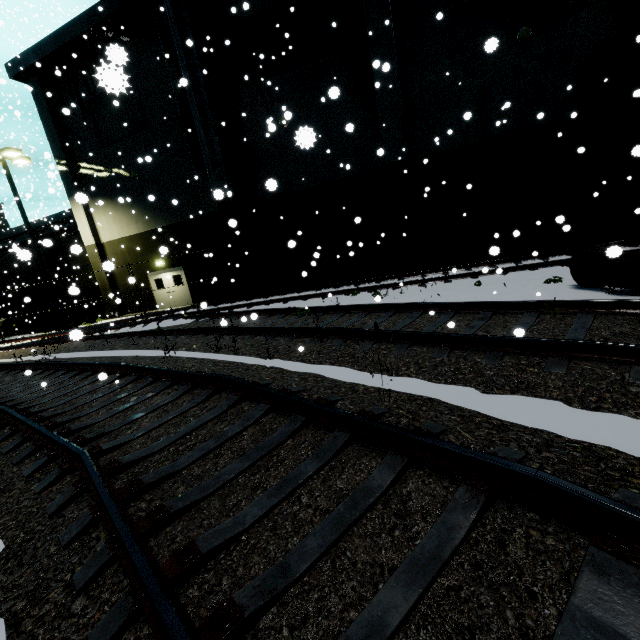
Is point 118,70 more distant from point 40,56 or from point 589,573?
point 40,56

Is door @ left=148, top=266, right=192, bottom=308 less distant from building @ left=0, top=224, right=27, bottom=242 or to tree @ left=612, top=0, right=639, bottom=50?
building @ left=0, top=224, right=27, bottom=242

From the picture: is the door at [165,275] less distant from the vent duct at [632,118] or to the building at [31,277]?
the building at [31,277]

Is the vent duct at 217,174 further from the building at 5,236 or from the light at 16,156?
the light at 16,156

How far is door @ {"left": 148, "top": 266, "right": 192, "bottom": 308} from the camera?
20.27m

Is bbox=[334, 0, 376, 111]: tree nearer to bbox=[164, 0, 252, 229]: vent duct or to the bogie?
bbox=[164, 0, 252, 229]: vent duct

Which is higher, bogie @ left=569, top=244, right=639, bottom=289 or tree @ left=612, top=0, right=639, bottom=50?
tree @ left=612, top=0, right=639, bottom=50

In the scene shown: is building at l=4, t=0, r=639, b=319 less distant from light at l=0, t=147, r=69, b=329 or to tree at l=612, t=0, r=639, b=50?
tree at l=612, t=0, r=639, b=50
